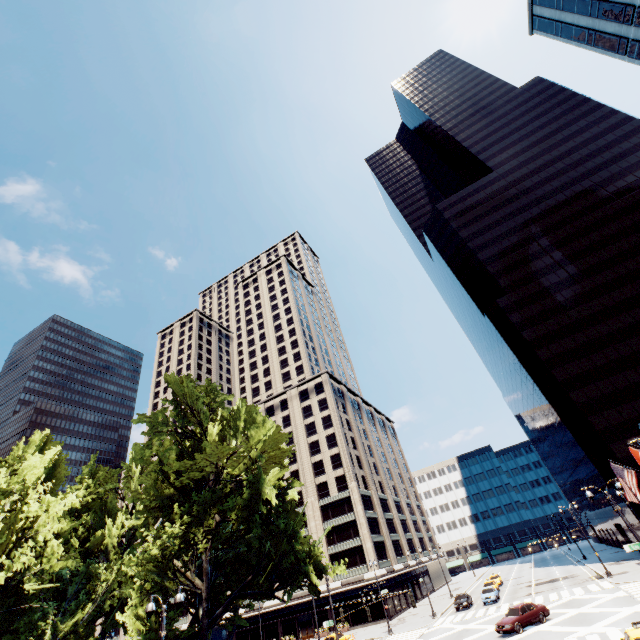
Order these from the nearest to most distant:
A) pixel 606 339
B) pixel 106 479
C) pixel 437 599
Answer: pixel 106 479 → pixel 606 339 → pixel 437 599

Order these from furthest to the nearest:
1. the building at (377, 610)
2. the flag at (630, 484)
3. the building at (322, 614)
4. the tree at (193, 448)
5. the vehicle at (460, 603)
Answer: the building at (322, 614) → the building at (377, 610) → the vehicle at (460, 603) → the flag at (630, 484) → the tree at (193, 448)

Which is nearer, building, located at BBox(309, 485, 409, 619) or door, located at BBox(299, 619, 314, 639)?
building, located at BBox(309, 485, 409, 619)

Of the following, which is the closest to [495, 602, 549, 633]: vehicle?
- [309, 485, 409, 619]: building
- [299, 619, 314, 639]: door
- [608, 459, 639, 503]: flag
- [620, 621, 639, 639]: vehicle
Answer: [620, 621, 639, 639]: vehicle

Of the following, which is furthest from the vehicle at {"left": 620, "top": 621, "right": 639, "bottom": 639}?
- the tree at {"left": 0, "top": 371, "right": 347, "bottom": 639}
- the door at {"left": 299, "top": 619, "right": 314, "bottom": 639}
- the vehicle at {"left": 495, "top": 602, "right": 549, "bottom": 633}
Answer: the door at {"left": 299, "top": 619, "right": 314, "bottom": 639}

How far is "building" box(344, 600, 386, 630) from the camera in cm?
4894

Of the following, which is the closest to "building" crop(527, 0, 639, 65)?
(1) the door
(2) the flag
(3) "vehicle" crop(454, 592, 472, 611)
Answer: (2) the flag

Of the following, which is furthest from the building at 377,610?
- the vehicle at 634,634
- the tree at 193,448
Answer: the vehicle at 634,634
